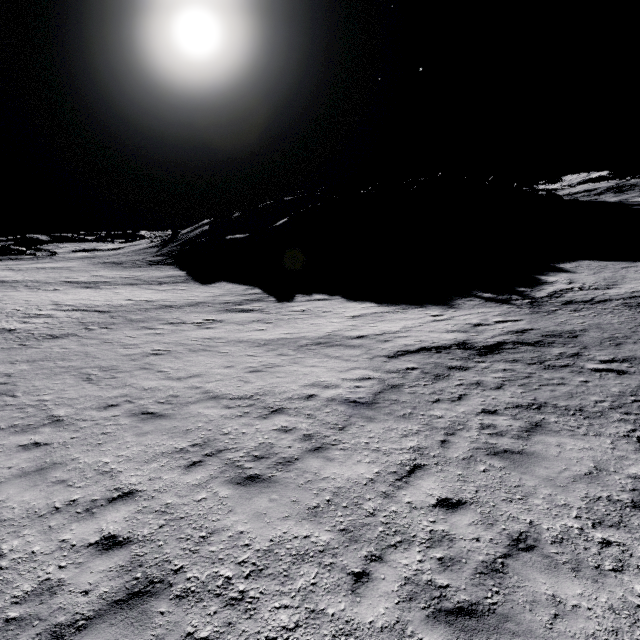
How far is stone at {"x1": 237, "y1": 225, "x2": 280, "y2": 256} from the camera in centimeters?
4827cm

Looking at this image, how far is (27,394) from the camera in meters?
10.0

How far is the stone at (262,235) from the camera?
48.3 meters
